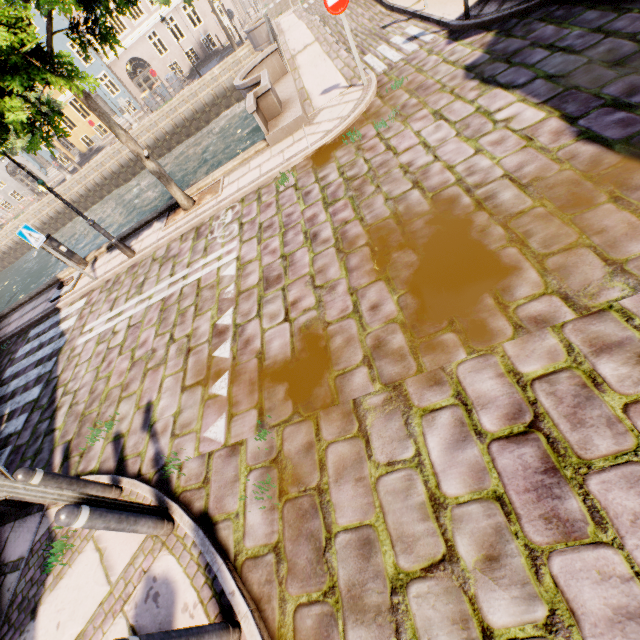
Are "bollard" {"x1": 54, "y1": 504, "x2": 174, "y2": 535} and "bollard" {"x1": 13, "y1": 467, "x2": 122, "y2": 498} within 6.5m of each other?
yes

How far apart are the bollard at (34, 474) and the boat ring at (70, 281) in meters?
7.9

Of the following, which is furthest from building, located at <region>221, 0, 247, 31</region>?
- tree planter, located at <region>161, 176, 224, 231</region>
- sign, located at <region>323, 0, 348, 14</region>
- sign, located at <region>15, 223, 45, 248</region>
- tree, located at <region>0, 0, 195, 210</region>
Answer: sign, located at <region>15, 223, 45, 248</region>

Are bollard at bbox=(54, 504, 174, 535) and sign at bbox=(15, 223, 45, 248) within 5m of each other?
no

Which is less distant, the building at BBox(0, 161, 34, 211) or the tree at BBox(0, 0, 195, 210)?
the tree at BBox(0, 0, 195, 210)

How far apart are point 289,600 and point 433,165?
5.49m

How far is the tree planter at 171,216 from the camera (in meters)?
8.25

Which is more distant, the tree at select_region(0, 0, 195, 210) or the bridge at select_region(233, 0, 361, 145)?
the bridge at select_region(233, 0, 361, 145)
